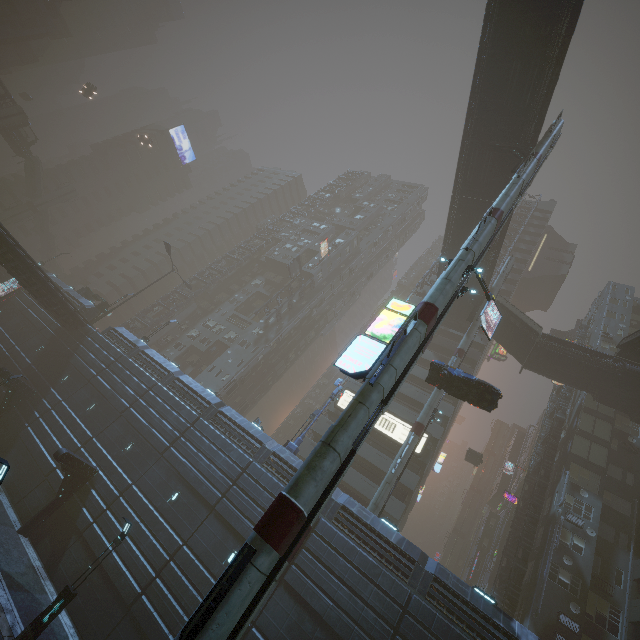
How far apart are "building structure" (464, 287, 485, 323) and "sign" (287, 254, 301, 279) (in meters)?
26.26

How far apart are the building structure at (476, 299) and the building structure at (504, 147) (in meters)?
14.71

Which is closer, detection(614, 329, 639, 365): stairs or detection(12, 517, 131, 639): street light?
detection(12, 517, 131, 639): street light

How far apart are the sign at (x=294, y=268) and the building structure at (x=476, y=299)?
26.3m

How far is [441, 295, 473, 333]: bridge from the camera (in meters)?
38.94

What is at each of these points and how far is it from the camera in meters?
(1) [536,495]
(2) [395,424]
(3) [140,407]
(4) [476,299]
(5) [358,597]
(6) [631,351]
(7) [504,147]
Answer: (1) building structure, 29.9 m
(2) sign, 34.4 m
(3) building, 26.6 m
(4) building structure, 35.9 m
(5) building, 16.9 m
(6) stairs, 27.7 m
(7) building structure, 26.2 m

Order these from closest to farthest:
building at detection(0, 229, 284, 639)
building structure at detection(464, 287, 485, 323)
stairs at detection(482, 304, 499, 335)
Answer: building at detection(0, 229, 284, 639)
building structure at detection(464, 287, 485, 323)
stairs at detection(482, 304, 499, 335)

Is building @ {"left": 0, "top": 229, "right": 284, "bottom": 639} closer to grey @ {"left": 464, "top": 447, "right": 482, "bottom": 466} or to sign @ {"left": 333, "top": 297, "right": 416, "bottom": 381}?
sign @ {"left": 333, "top": 297, "right": 416, "bottom": 381}
